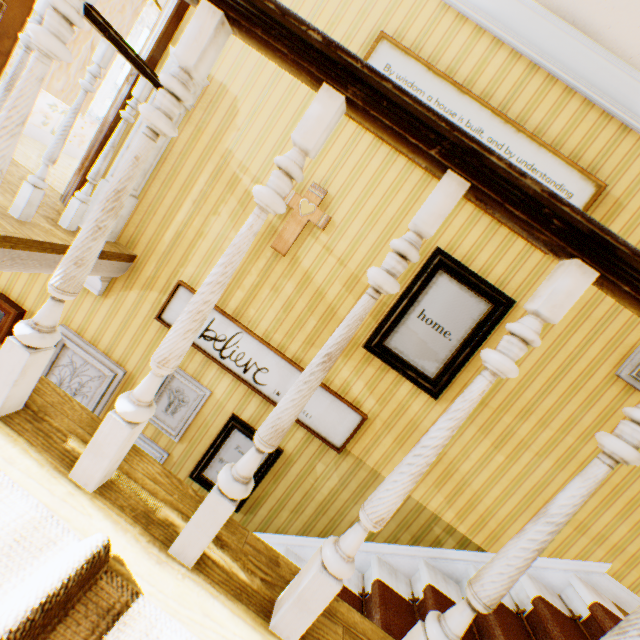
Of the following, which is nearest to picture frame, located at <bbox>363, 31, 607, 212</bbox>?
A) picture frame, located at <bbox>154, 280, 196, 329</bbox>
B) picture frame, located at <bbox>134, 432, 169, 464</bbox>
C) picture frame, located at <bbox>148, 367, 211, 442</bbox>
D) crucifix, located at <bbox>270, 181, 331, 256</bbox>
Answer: crucifix, located at <bbox>270, 181, 331, 256</bbox>

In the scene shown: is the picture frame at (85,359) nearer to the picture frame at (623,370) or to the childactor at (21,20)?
the childactor at (21,20)

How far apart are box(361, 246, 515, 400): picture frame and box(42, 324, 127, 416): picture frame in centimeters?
214cm

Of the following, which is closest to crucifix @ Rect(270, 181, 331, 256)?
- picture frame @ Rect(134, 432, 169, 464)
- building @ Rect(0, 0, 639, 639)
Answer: building @ Rect(0, 0, 639, 639)

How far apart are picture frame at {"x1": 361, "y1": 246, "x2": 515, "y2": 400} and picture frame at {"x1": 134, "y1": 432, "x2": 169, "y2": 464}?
2.1 meters

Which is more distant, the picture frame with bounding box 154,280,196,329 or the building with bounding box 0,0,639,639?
the picture frame with bounding box 154,280,196,329

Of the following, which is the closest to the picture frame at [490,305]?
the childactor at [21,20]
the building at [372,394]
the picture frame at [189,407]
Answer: the building at [372,394]

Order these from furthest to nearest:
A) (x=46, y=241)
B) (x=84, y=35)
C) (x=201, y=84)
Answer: (x=84, y=35) < (x=201, y=84) < (x=46, y=241)
